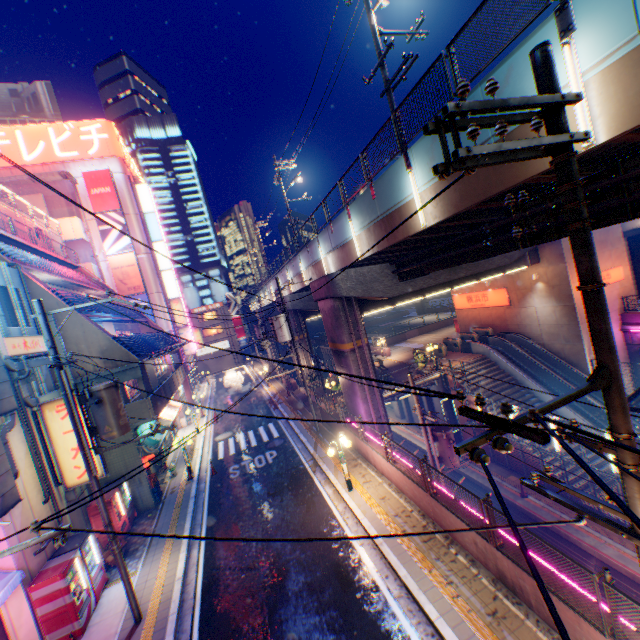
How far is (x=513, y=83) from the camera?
6.75m

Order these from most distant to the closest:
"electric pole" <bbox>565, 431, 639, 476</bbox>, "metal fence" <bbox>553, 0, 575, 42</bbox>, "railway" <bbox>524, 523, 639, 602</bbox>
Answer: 1. "railway" <bbox>524, 523, 639, 602</bbox>
2. "metal fence" <bbox>553, 0, 575, 42</bbox>
3. "electric pole" <bbox>565, 431, 639, 476</bbox>

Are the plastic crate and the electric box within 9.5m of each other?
yes

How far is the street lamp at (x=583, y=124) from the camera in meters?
5.7 m

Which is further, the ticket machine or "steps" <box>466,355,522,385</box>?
the ticket machine

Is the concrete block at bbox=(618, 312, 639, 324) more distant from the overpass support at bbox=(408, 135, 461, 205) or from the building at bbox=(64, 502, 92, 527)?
the building at bbox=(64, 502, 92, 527)

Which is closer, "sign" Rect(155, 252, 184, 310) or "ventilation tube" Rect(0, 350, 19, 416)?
"ventilation tube" Rect(0, 350, 19, 416)

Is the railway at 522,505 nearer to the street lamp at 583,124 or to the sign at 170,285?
the street lamp at 583,124
